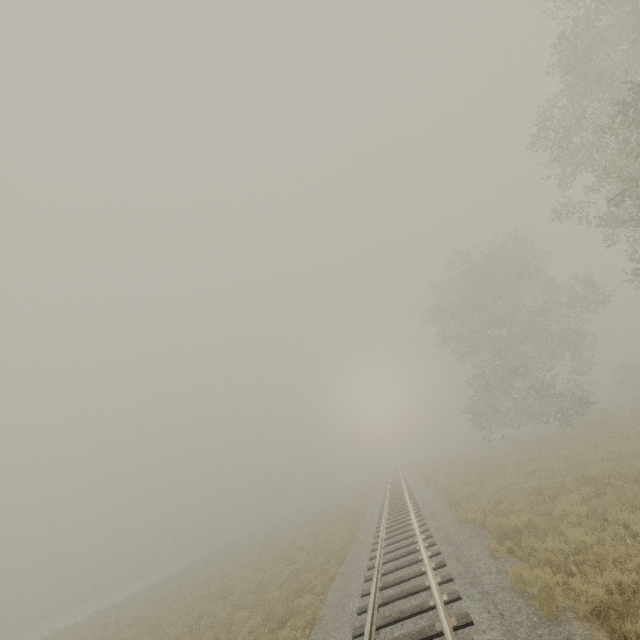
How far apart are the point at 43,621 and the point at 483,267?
75.1m

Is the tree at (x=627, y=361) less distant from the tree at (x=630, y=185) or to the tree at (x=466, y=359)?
the tree at (x=466, y=359)

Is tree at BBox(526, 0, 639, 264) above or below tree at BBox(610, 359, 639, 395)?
above

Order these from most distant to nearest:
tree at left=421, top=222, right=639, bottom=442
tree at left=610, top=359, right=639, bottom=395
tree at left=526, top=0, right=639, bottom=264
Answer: tree at left=610, top=359, right=639, bottom=395
tree at left=421, top=222, right=639, bottom=442
tree at left=526, top=0, right=639, bottom=264

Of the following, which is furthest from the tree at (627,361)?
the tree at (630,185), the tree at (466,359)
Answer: the tree at (630,185)

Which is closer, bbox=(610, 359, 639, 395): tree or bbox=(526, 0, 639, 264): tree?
bbox=(526, 0, 639, 264): tree

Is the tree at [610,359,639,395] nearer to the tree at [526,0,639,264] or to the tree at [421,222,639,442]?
the tree at [421,222,639,442]
